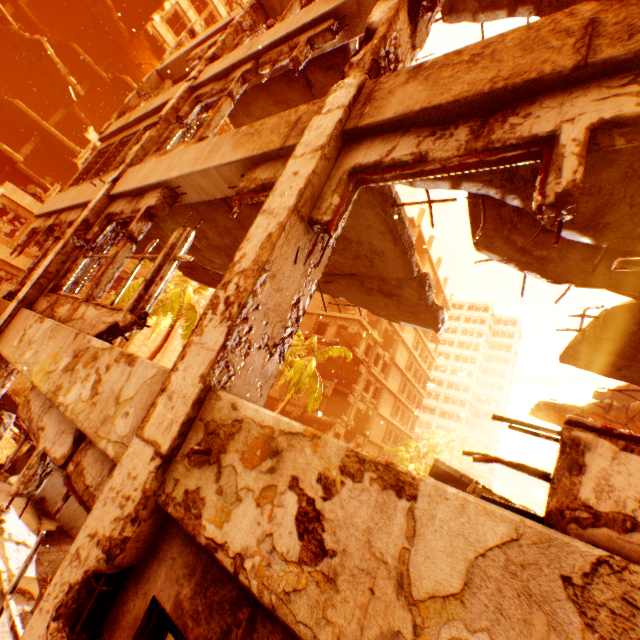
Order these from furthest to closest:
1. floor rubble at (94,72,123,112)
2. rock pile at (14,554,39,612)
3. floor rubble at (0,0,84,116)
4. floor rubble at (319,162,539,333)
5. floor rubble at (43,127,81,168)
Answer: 1. floor rubble at (94,72,123,112)
2. floor rubble at (43,127,81,168)
3. floor rubble at (0,0,84,116)
4. rock pile at (14,554,39,612)
5. floor rubble at (319,162,539,333)

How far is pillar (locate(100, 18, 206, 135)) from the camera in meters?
10.0 m

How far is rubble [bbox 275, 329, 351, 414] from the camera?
20.1 meters

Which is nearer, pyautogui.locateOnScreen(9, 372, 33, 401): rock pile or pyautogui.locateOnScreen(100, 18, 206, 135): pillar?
pyautogui.locateOnScreen(100, 18, 206, 135): pillar

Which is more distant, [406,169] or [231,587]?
[406,169]

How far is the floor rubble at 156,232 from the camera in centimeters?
695cm

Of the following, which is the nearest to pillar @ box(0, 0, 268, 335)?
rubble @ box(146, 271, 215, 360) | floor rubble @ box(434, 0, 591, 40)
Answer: floor rubble @ box(434, 0, 591, 40)

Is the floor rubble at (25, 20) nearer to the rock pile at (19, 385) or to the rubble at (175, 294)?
the rubble at (175, 294)
